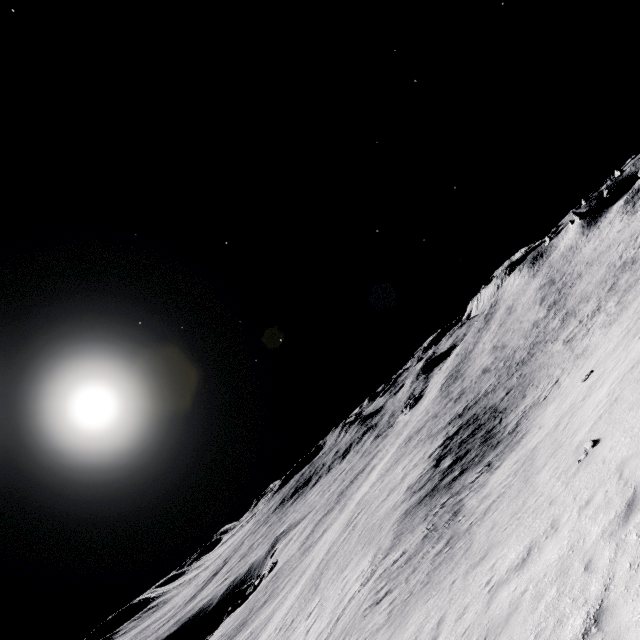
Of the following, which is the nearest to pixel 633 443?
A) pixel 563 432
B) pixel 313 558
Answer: pixel 563 432
